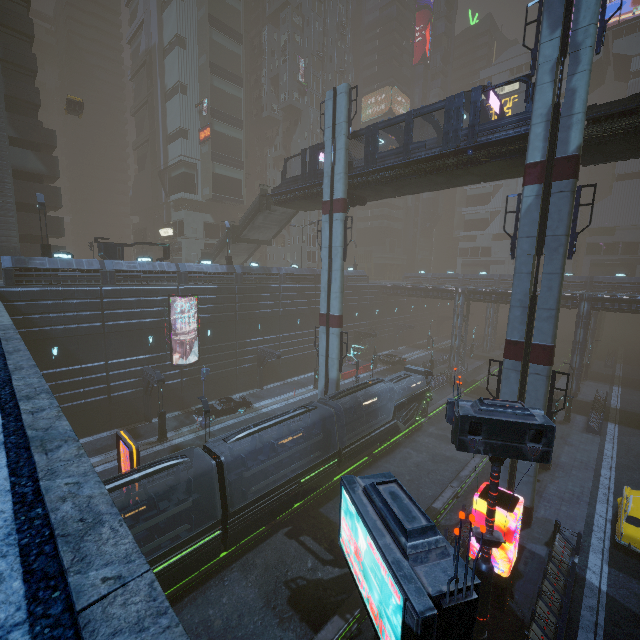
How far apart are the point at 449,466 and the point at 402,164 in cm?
2262

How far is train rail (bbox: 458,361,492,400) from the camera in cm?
3953

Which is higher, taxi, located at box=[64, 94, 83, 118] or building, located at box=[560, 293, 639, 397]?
taxi, located at box=[64, 94, 83, 118]

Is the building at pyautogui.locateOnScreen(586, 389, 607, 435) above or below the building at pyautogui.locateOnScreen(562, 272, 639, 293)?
below

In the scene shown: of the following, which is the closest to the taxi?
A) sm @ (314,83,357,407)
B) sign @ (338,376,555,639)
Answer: sm @ (314,83,357,407)

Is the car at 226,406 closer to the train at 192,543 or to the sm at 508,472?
the train at 192,543

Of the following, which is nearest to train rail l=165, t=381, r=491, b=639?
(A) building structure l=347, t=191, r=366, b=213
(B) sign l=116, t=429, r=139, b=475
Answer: (B) sign l=116, t=429, r=139, b=475

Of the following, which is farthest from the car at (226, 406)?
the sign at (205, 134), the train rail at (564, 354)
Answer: the sign at (205, 134)
